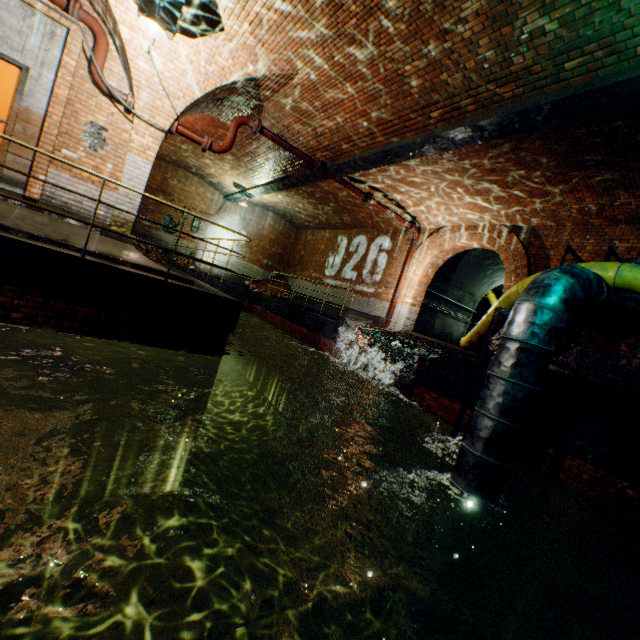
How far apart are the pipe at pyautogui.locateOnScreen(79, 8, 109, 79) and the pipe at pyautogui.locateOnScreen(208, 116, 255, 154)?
1.7 meters

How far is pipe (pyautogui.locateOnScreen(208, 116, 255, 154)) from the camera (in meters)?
7.68

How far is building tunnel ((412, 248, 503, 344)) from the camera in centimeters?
1334cm

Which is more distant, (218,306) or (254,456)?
(254,456)

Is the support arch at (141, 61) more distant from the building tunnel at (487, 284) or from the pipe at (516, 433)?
the building tunnel at (487, 284)

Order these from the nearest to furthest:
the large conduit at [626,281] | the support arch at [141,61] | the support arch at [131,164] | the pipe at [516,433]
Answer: the pipe at [516,433], the large conduit at [626,281], the support arch at [141,61], the support arch at [131,164]

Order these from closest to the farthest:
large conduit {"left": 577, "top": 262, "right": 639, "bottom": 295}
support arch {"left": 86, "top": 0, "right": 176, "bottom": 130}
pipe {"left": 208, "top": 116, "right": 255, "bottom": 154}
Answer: large conduit {"left": 577, "top": 262, "right": 639, "bottom": 295}, support arch {"left": 86, "top": 0, "right": 176, "bottom": 130}, pipe {"left": 208, "top": 116, "right": 255, "bottom": 154}

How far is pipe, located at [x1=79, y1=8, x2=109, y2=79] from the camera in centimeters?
600cm
